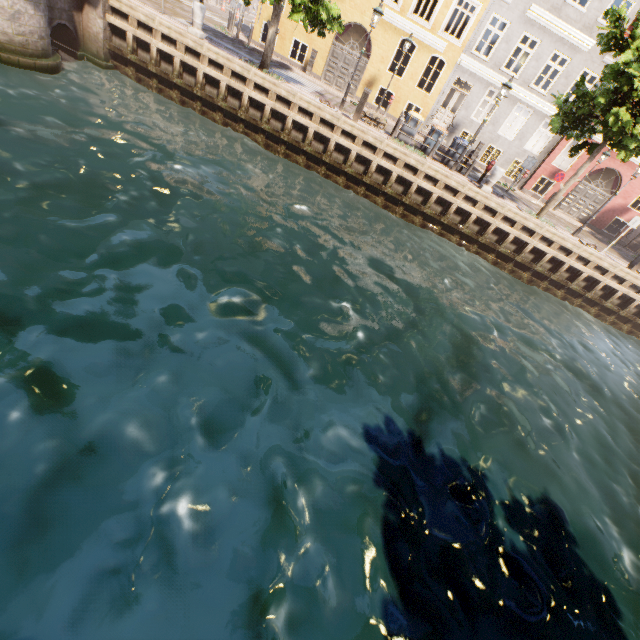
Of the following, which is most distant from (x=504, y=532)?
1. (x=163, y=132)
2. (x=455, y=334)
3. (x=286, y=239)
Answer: (x=163, y=132)

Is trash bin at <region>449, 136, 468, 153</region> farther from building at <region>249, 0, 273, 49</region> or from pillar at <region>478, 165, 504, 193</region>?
building at <region>249, 0, 273, 49</region>

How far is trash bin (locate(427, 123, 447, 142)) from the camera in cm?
1493

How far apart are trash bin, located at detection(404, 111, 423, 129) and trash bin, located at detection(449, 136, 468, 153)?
1.65m

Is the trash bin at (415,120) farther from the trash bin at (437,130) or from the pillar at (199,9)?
the pillar at (199,9)

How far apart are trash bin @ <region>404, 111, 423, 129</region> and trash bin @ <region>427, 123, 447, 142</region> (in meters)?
0.43

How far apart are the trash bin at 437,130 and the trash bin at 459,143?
0.4 meters

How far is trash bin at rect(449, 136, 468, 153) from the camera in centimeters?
1482cm
